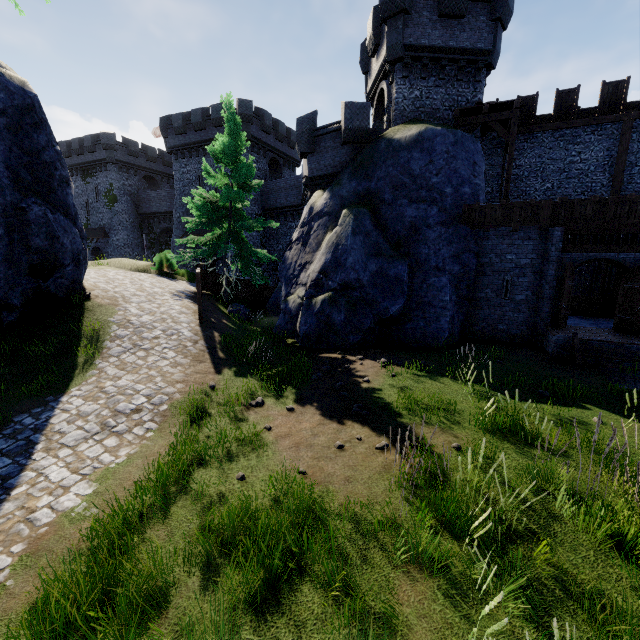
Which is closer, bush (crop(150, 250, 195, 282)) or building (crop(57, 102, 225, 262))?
bush (crop(150, 250, 195, 282))

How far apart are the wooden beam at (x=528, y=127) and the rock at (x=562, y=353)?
13.0 meters

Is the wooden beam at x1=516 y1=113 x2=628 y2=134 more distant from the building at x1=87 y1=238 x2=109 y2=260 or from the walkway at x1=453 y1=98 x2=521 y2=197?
the building at x1=87 y1=238 x2=109 y2=260

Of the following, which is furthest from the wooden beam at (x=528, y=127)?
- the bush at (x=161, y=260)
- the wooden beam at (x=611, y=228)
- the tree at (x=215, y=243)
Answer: the bush at (x=161, y=260)

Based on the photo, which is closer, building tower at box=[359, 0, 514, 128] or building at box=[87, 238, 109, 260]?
building tower at box=[359, 0, 514, 128]

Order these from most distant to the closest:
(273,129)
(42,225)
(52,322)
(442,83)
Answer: (273,129) < (442,83) < (52,322) < (42,225)

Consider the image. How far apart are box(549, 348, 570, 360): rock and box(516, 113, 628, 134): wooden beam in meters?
13.0 m

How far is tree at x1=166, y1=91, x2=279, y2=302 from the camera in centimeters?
1612cm
